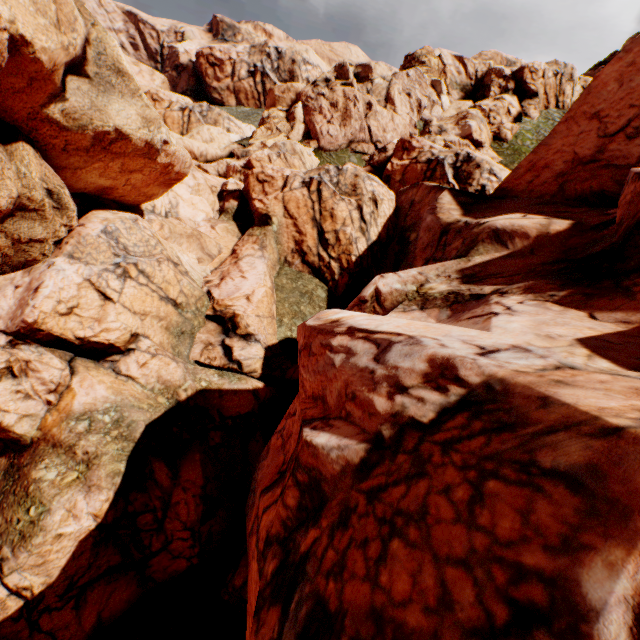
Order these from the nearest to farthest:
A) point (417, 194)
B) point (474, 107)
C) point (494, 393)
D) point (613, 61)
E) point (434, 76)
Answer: point (494, 393), point (613, 61), point (417, 194), point (474, 107), point (434, 76)
